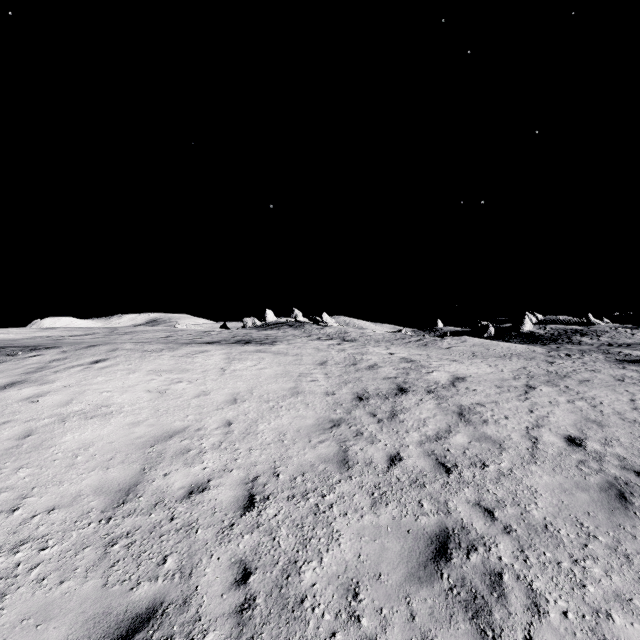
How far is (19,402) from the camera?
8.0 meters
